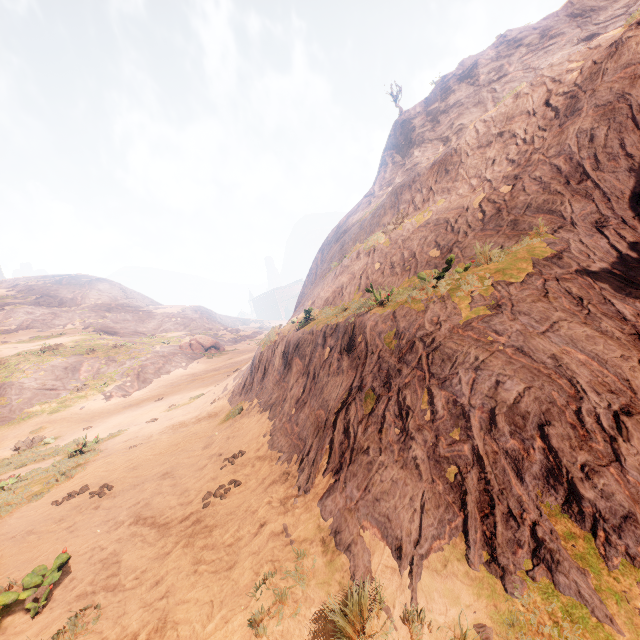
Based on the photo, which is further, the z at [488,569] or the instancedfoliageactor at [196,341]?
the instancedfoliageactor at [196,341]

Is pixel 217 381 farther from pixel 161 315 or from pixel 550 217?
pixel 161 315

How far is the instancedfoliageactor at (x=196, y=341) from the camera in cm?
3894

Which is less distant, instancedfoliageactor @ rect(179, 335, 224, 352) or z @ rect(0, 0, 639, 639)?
z @ rect(0, 0, 639, 639)

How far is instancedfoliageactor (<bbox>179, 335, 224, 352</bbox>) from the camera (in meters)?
38.94
